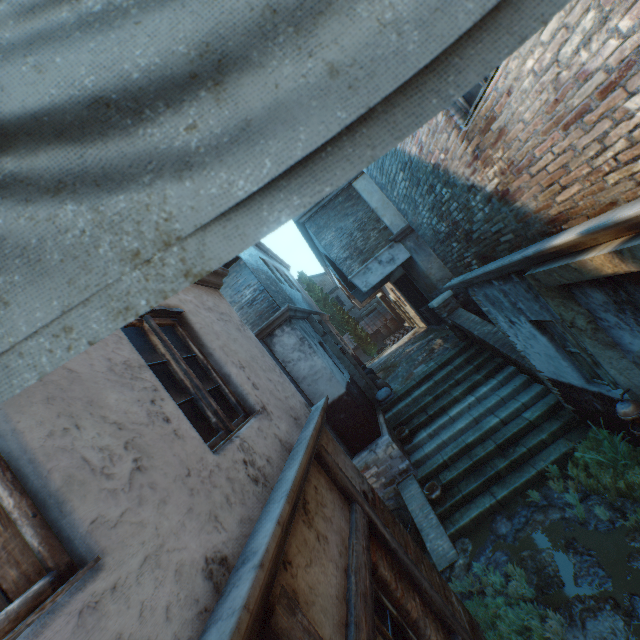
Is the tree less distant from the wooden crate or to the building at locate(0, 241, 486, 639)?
the building at locate(0, 241, 486, 639)

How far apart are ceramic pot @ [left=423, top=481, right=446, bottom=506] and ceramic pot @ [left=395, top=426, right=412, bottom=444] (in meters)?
1.38

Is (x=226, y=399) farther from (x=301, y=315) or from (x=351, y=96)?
(x=301, y=315)

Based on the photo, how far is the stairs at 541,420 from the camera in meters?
6.3

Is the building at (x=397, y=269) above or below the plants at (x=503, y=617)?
above

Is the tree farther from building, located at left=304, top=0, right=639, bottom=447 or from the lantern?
the lantern

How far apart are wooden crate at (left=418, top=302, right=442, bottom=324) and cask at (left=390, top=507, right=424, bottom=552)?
8.8m

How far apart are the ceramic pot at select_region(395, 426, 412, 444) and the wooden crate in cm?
700
